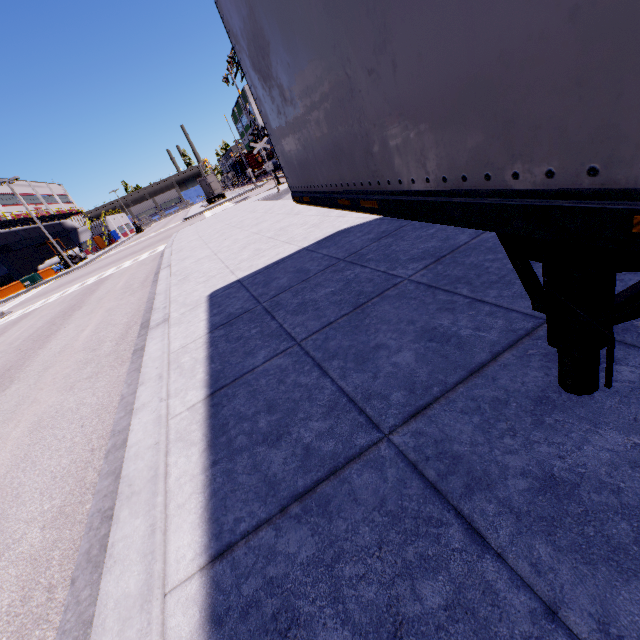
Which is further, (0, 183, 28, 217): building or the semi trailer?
(0, 183, 28, 217): building

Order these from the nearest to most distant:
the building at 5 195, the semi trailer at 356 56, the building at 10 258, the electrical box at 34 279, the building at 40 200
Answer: the semi trailer at 356 56 → the electrical box at 34 279 → the building at 10 258 → the building at 5 195 → the building at 40 200

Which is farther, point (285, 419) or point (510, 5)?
point (285, 419)

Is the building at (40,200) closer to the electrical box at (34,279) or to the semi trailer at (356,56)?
the semi trailer at (356,56)

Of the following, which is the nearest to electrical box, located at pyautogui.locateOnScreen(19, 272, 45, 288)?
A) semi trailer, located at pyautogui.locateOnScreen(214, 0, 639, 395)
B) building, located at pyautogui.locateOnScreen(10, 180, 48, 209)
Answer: semi trailer, located at pyautogui.locateOnScreen(214, 0, 639, 395)

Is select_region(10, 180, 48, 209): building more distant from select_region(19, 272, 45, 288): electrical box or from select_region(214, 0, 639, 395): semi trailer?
select_region(19, 272, 45, 288): electrical box
